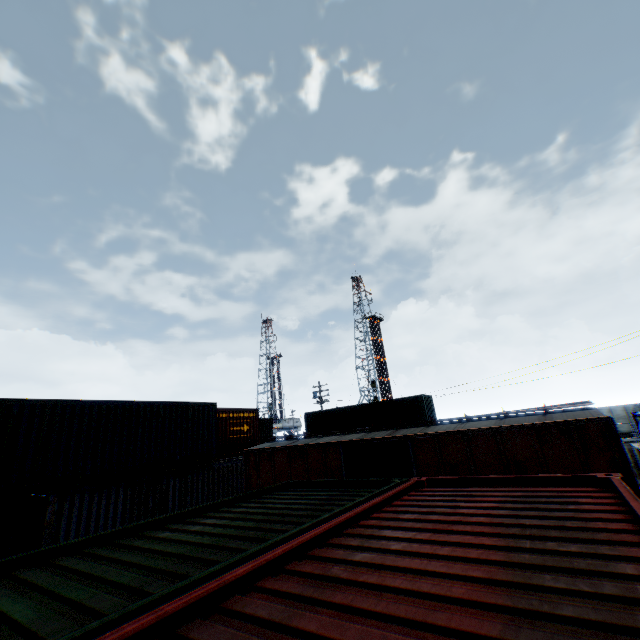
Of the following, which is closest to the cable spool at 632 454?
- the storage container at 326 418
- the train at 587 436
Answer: the train at 587 436

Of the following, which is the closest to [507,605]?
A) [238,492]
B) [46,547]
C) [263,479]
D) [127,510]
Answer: [46,547]

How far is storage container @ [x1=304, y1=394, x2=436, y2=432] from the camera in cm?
2608

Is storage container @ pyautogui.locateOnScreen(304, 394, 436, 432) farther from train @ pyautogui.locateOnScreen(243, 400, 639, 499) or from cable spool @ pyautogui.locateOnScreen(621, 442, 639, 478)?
cable spool @ pyautogui.locateOnScreen(621, 442, 639, 478)

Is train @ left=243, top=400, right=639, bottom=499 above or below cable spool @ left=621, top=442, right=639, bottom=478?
above

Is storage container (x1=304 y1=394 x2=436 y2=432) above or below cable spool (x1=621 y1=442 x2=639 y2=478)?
above

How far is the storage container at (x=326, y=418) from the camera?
26.1 meters

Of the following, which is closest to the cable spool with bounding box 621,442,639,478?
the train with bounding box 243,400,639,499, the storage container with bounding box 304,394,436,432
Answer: the train with bounding box 243,400,639,499
